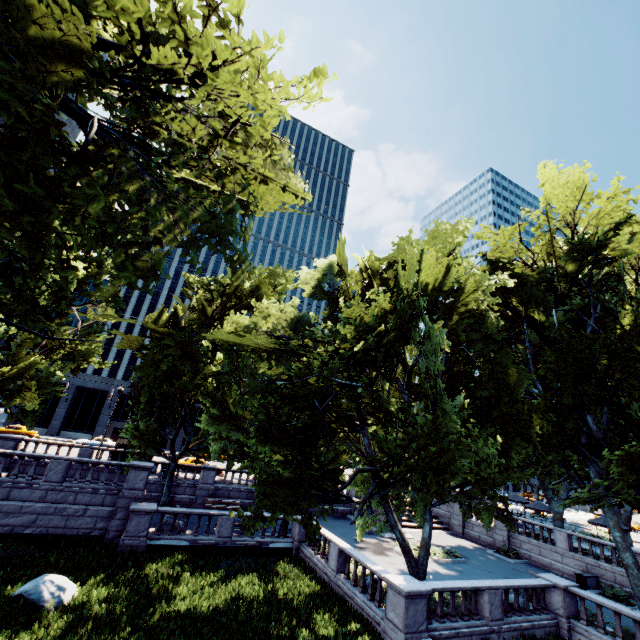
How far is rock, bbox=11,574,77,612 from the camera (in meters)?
11.66

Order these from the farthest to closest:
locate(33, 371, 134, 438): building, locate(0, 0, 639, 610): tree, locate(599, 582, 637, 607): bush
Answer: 1. locate(33, 371, 134, 438): building
2. locate(599, 582, 637, 607): bush
3. locate(0, 0, 639, 610): tree

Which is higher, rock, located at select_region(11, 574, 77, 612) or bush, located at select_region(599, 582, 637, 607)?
bush, located at select_region(599, 582, 637, 607)

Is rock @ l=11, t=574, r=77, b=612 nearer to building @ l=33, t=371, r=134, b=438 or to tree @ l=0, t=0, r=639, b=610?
tree @ l=0, t=0, r=639, b=610

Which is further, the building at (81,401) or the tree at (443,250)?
the building at (81,401)

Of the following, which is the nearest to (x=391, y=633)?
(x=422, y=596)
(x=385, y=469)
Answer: (x=422, y=596)

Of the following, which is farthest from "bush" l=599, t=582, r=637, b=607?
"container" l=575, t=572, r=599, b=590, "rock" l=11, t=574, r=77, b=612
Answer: "rock" l=11, t=574, r=77, b=612

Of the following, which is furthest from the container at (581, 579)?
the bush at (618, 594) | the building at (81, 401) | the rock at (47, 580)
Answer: the building at (81, 401)
